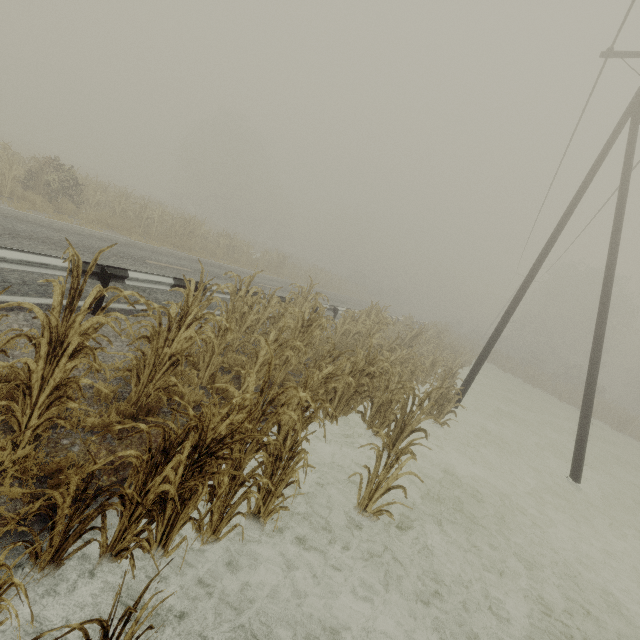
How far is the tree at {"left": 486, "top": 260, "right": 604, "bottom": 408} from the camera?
31.5 meters

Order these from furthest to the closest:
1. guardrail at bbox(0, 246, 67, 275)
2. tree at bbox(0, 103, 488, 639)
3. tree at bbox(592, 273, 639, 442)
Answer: tree at bbox(592, 273, 639, 442) < guardrail at bbox(0, 246, 67, 275) < tree at bbox(0, 103, 488, 639)

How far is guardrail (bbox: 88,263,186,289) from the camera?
5.7m

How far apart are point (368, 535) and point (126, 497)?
3.2 meters

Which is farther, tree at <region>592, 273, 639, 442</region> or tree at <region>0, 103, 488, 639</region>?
tree at <region>592, 273, 639, 442</region>

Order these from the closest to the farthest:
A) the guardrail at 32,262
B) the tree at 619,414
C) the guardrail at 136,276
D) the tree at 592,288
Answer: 1. the guardrail at 32,262
2. the guardrail at 136,276
3. the tree at 619,414
4. the tree at 592,288

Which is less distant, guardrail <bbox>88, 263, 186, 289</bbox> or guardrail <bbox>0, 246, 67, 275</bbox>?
guardrail <bbox>0, 246, 67, 275</bbox>

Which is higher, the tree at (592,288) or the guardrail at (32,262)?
the tree at (592,288)
